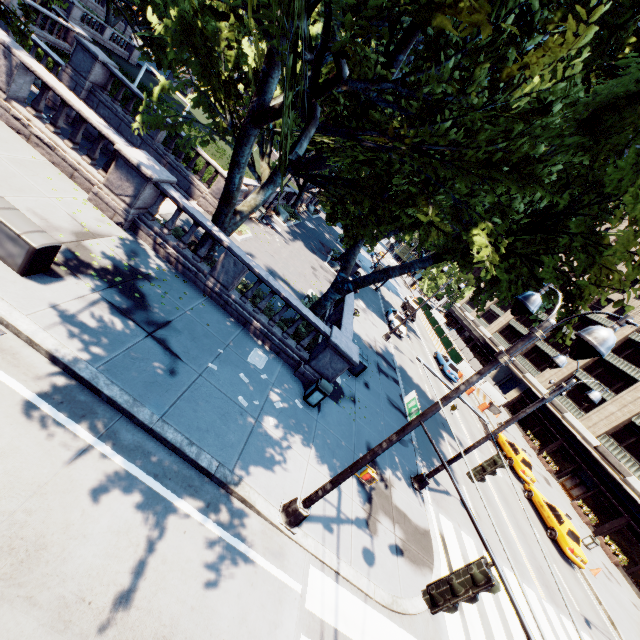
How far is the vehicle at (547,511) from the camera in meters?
19.3

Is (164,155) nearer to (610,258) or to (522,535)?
(610,258)

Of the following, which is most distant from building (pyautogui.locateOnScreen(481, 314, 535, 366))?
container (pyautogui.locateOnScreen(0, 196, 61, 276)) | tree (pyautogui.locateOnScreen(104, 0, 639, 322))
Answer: container (pyautogui.locateOnScreen(0, 196, 61, 276))

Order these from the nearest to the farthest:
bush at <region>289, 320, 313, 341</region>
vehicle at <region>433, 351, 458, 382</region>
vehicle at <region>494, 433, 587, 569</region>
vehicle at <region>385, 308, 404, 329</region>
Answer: bush at <region>289, 320, 313, 341</region>, vehicle at <region>494, 433, 587, 569</region>, vehicle at <region>385, 308, 404, 329</region>, vehicle at <region>433, 351, 458, 382</region>

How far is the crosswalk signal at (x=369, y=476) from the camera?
6.8m

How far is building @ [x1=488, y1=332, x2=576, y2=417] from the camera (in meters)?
44.88

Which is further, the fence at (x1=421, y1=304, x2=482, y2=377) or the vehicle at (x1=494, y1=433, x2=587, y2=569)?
the fence at (x1=421, y1=304, x2=482, y2=377)
